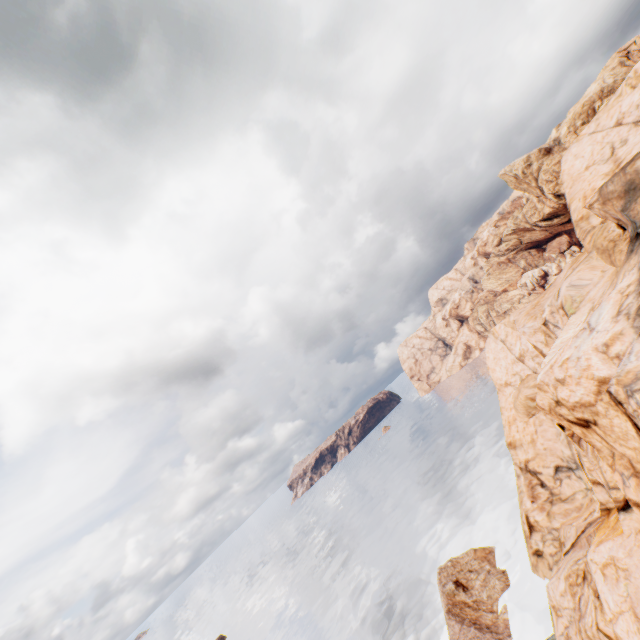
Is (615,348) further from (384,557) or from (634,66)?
(384,557)

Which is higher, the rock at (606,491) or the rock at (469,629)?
the rock at (606,491)

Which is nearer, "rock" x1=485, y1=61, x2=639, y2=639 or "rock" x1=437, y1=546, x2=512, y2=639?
"rock" x1=485, y1=61, x2=639, y2=639

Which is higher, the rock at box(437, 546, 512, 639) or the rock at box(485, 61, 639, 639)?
the rock at box(485, 61, 639, 639)

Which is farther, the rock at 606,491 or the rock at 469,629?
the rock at 469,629
